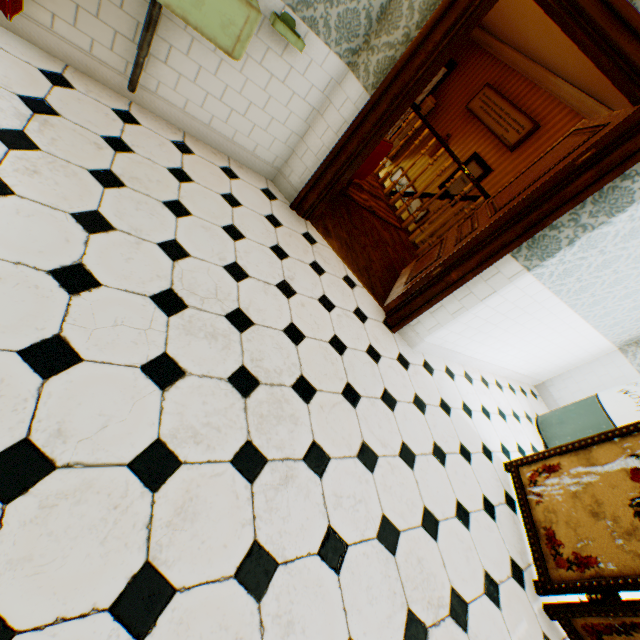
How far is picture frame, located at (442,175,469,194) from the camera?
7.1 meters

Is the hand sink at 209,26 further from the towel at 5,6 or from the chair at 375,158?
the chair at 375,158

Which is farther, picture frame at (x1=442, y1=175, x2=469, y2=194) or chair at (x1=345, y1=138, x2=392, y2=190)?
picture frame at (x1=442, y1=175, x2=469, y2=194)

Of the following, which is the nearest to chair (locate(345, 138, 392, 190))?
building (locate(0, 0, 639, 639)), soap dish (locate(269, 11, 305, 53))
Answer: building (locate(0, 0, 639, 639))

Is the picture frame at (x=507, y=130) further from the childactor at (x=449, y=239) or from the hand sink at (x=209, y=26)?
the hand sink at (x=209, y=26)

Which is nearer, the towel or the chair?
the towel

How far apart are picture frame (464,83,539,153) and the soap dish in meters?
5.8

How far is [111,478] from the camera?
1.1m
